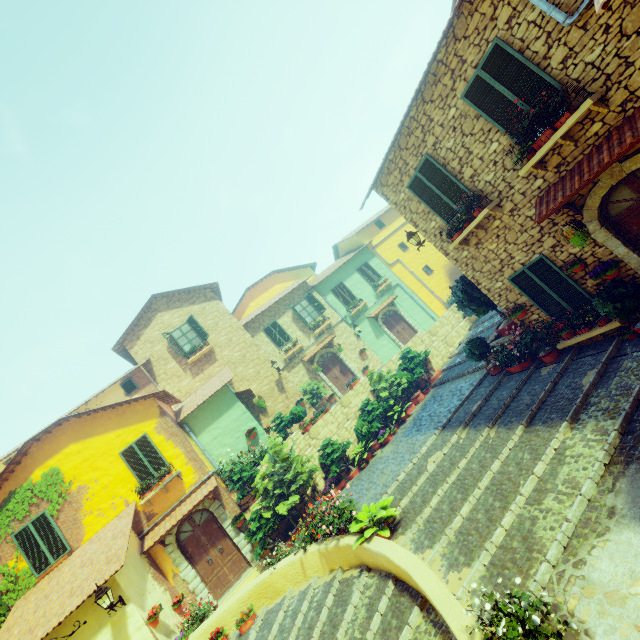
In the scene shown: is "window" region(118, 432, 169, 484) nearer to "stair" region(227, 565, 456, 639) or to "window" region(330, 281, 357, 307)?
"stair" region(227, 565, 456, 639)

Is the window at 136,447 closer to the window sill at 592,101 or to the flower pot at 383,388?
the flower pot at 383,388

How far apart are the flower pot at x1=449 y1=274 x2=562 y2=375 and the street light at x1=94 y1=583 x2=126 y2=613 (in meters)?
12.58

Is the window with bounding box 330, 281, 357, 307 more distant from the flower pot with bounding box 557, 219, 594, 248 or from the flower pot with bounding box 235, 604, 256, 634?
the flower pot with bounding box 235, 604, 256, 634

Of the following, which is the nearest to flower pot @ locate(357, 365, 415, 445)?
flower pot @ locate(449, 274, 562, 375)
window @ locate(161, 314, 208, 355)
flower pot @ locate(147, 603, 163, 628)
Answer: flower pot @ locate(449, 274, 562, 375)

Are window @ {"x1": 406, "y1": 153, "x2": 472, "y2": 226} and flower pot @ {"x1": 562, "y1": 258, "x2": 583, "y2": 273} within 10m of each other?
yes

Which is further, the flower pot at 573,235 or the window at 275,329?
the window at 275,329

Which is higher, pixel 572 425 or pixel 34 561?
pixel 34 561
